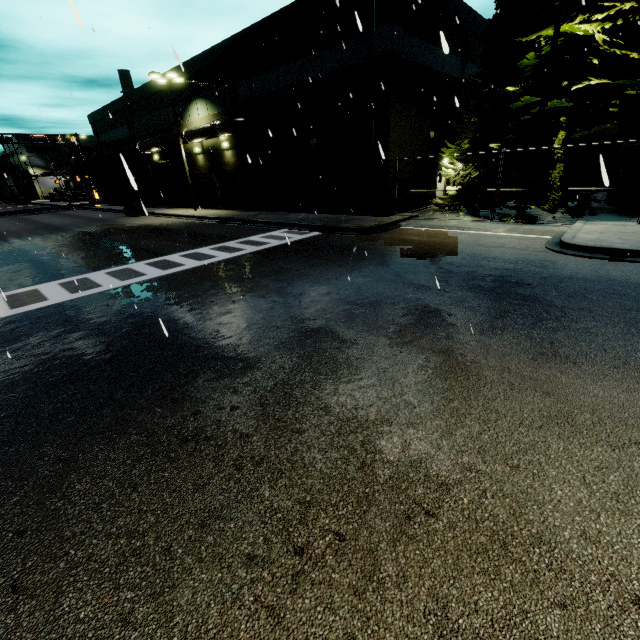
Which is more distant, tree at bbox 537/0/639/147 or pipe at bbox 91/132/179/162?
pipe at bbox 91/132/179/162

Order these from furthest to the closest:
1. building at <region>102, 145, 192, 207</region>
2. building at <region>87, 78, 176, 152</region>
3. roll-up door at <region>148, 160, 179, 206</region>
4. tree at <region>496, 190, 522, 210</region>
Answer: roll-up door at <region>148, 160, 179, 206</region> < building at <region>102, 145, 192, 207</region> < building at <region>87, 78, 176, 152</region> < tree at <region>496, 190, 522, 210</region>

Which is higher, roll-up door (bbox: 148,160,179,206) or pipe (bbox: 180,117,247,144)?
pipe (bbox: 180,117,247,144)

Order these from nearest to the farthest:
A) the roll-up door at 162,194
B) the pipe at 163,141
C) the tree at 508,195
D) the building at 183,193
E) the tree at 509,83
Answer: the tree at 509,83, the tree at 508,195, the pipe at 163,141, the building at 183,193, the roll-up door at 162,194

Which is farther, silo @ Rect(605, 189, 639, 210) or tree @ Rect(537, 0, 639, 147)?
silo @ Rect(605, 189, 639, 210)

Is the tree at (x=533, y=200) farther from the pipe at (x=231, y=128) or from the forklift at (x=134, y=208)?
the forklift at (x=134, y=208)

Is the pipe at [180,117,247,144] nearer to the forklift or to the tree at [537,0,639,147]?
the forklift

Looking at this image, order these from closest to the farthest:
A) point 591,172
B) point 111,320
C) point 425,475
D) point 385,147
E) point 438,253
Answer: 1. point 425,475
2. point 111,320
3. point 438,253
4. point 591,172
5. point 385,147
